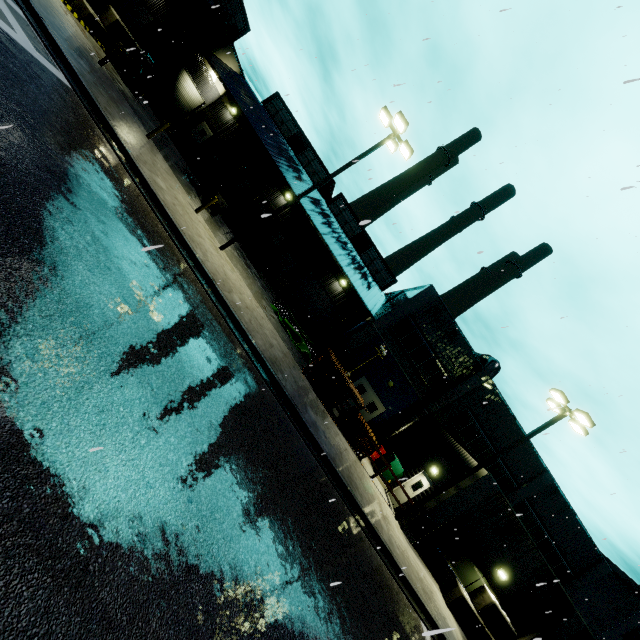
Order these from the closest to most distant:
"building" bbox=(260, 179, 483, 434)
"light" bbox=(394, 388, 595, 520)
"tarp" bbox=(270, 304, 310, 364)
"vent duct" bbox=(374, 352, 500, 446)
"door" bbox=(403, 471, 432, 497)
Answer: "light" bbox=(394, 388, 595, 520)
"door" bbox=(403, 471, 432, 497)
"tarp" bbox=(270, 304, 310, 364)
"vent duct" bbox=(374, 352, 500, 446)
"building" bbox=(260, 179, 483, 434)

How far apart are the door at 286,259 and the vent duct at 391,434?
4.7m

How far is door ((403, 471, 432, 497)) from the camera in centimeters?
1723cm

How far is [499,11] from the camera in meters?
5.6 m

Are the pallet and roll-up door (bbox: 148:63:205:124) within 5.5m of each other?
no

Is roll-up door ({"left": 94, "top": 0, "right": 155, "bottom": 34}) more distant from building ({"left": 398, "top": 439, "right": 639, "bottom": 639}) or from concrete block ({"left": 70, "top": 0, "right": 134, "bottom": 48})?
concrete block ({"left": 70, "top": 0, "right": 134, "bottom": 48})

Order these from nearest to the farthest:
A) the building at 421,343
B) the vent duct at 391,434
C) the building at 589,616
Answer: the building at 589,616, the vent duct at 391,434, the building at 421,343

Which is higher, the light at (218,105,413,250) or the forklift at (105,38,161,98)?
the light at (218,105,413,250)
